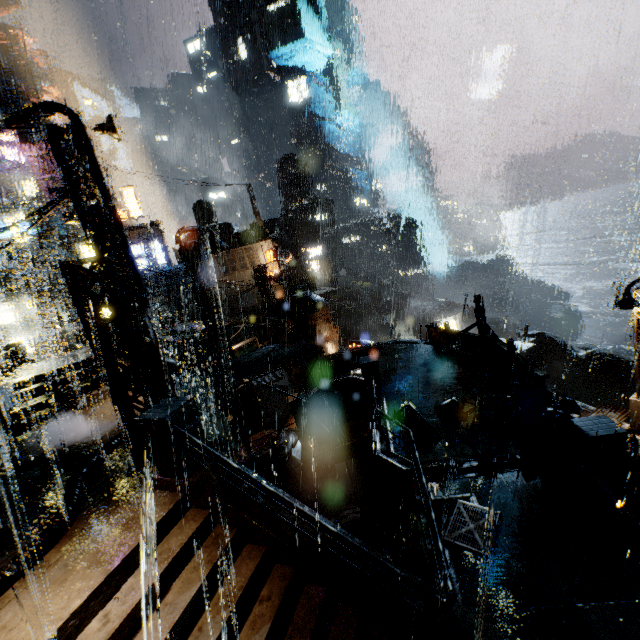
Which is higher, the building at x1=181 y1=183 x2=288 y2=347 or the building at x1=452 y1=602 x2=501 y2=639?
the building at x1=181 y1=183 x2=288 y2=347

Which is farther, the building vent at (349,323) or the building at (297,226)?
the building vent at (349,323)

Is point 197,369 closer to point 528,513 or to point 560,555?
point 528,513

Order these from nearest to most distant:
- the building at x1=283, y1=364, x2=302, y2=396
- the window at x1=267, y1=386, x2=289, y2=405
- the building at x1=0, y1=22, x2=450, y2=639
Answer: the building at x1=0, y1=22, x2=450, y2=639 → the building at x1=283, y1=364, x2=302, y2=396 → the window at x1=267, y1=386, x2=289, y2=405

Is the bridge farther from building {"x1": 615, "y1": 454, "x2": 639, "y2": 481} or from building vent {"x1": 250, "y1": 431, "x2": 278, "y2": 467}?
building vent {"x1": 250, "y1": 431, "x2": 278, "y2": 467}

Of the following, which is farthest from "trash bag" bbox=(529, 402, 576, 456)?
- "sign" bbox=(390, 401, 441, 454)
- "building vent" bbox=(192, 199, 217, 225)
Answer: "building vent" bbox=(192, 199, 217, 225)

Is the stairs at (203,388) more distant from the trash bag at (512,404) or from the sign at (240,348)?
the trash bag at (512,404)

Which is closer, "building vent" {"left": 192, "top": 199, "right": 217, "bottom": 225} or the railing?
the railing
